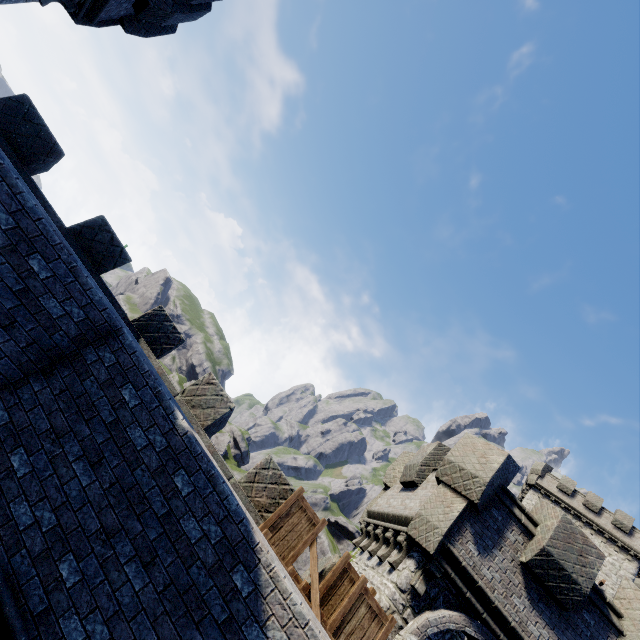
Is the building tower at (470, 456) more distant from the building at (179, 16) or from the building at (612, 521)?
the building at (612, 521)

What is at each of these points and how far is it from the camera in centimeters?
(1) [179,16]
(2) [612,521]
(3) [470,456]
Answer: (1) building, 928cm
(2) building, 3319cm
(3) building tower, 964cm

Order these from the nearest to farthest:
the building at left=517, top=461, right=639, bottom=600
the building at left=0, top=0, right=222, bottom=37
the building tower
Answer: the building tower, the building at left=0, top=0, right=222, bottom=37, the building at left=517, top=461, right=639, bottom=600

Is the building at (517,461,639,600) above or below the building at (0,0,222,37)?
above

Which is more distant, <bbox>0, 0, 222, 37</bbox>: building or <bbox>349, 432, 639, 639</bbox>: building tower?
<bbox>0, 0, 222, 37</bbox>: building

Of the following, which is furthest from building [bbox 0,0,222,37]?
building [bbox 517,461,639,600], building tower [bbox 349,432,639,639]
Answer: building [bbox 517,461,639,600]

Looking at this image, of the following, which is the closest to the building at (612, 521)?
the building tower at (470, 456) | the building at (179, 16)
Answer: the building tower at (470, 456)

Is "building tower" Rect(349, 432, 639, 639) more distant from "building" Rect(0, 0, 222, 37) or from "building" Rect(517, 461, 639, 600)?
"building" Rect(517, 461, 639, 600)
